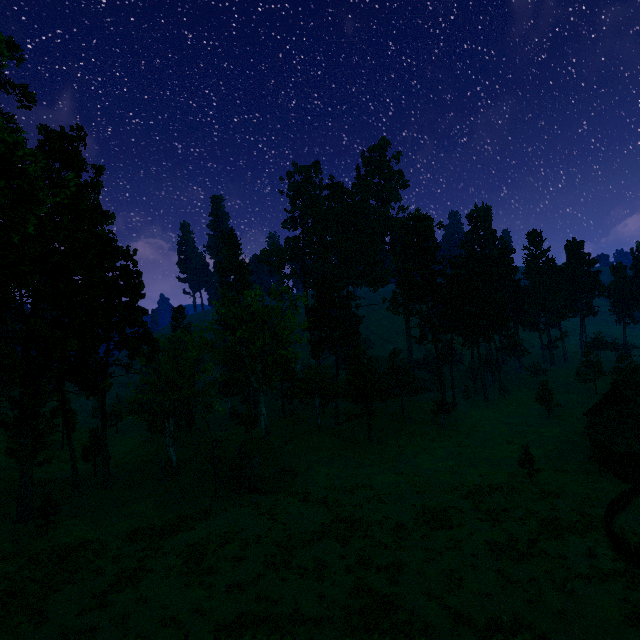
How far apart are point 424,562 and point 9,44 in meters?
43.0

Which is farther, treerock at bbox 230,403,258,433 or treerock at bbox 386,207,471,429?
treerock at bbox 386,207,471,429

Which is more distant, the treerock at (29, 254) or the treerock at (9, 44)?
the treerock at (29, 254)

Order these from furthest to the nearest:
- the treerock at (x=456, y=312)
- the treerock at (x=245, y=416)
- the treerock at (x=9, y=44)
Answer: the treerock at (x=456, y=312) → the treerock at (x=245, y=416) → the treerock at (x=9, y=44)

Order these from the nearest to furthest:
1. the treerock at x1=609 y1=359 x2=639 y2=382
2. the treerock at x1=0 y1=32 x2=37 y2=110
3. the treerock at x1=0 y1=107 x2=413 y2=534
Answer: the treerock at x1=0 y1=32 x2=37 y2=110 → the treerock at x1=0 y1=107 x2=413 y2=534 → the treerock at x1=609 y1=359 x2=639 y2=382

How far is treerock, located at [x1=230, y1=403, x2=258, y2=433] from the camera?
47.6 meters
